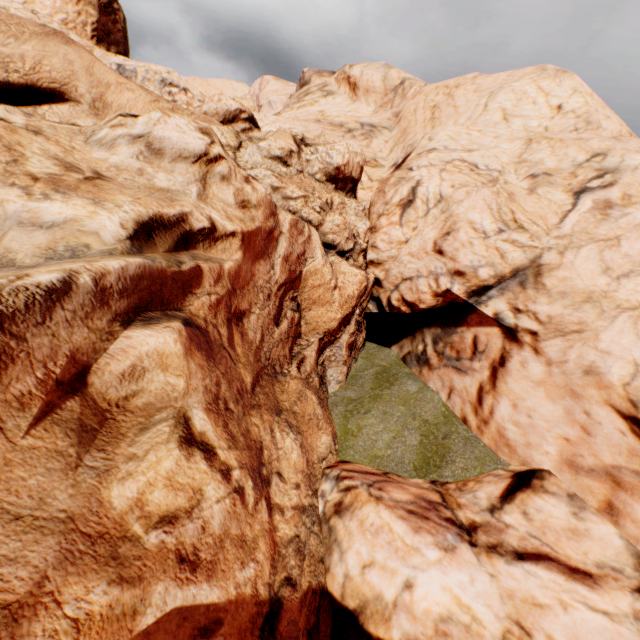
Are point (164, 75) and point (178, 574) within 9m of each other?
no
